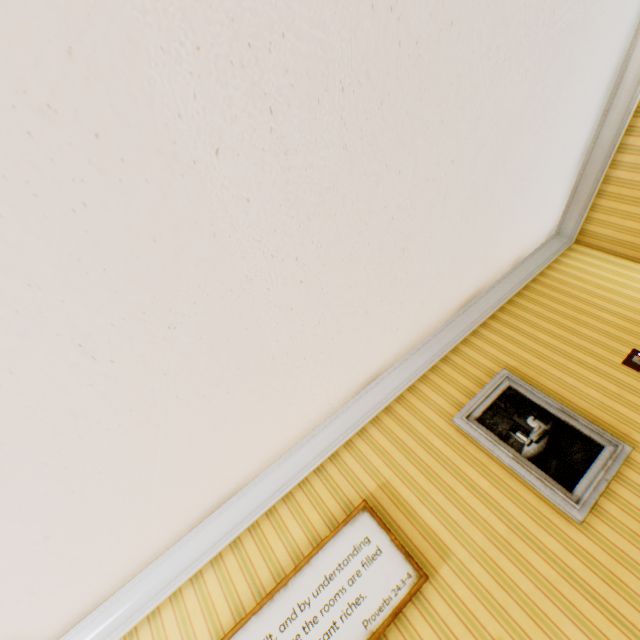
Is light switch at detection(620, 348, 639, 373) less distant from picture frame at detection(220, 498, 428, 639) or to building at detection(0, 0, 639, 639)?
building at detection(0, 0, 639, 639)

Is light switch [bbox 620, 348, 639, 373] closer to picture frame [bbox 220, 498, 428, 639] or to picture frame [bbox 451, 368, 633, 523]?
picture frame [bbox 451, 368, 633, 523]

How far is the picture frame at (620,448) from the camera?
2.26m

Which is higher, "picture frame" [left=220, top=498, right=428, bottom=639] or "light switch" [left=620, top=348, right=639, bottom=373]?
"picture frame" [left=220, top=498, right=428, bottom=639]

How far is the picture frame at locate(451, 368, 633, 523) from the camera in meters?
2.3 m

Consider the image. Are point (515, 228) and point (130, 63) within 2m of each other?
no

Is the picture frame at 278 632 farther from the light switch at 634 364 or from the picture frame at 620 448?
the light switch at 634 364
